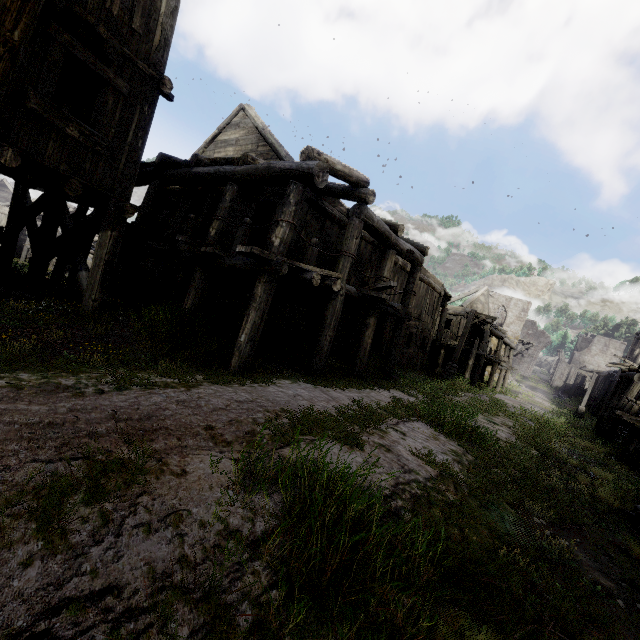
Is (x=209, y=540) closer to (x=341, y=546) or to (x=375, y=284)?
(x=341, y=546)

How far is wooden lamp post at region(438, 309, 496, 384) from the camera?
19.11m

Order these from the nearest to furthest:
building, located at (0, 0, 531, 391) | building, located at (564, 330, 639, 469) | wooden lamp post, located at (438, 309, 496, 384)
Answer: building, located at (0, 0, 531, 391) → building, located at (564, 330, 639, 469) → wooden lamp post, located at (438, 309, 496, 384)

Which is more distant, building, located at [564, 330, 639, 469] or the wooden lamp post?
the wooden lamp post

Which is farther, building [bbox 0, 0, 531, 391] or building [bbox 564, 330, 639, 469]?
building [bbox 564, 330, 639, 469]

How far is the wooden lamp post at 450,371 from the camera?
19.1 meters

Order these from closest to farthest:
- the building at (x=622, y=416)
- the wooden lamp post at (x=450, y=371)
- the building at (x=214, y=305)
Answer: the building at (x=214, y=305), the building at (x=622, y=416), the wooden lamp post at (x=450, y=371)
